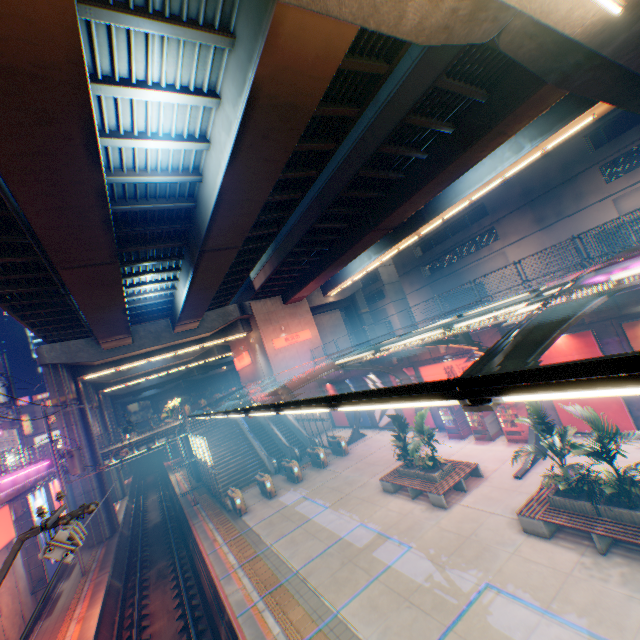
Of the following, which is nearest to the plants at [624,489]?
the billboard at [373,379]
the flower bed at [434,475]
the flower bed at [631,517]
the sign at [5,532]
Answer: the flower bed at [631,517]

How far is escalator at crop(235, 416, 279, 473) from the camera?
24.75m

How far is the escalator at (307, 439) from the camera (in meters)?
26.91

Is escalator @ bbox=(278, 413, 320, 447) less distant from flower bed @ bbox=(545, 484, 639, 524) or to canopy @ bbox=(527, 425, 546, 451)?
canopy @ bbox=(527, 425, 546, 451)

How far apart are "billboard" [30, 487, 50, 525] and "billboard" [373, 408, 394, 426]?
21.4m

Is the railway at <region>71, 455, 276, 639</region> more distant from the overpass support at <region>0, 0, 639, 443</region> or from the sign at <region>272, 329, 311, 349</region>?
the sign at <region>272, 329, 311, 349</region>

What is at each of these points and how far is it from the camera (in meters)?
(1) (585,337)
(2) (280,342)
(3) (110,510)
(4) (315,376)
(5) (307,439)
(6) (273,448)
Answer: (1) billboard, 13.23
(2) sign, 33.16
(3) overpass support, 24.89
(4) canopy, 9.91
(5) escalator, 27.84
(6) steps, 28.14

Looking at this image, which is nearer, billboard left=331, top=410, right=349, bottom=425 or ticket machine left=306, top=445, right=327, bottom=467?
ticket machine left=306, top=445, right=327, bottom=467
